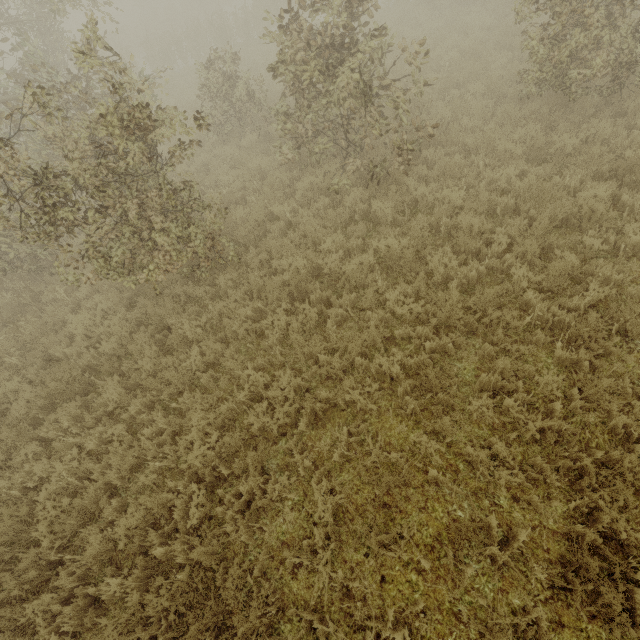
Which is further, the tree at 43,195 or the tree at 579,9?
the tree at 579,9

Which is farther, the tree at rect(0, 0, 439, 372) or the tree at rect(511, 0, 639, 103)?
the tree at rect(511, 0, 639, 103)

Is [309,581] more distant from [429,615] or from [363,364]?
[363,364]
